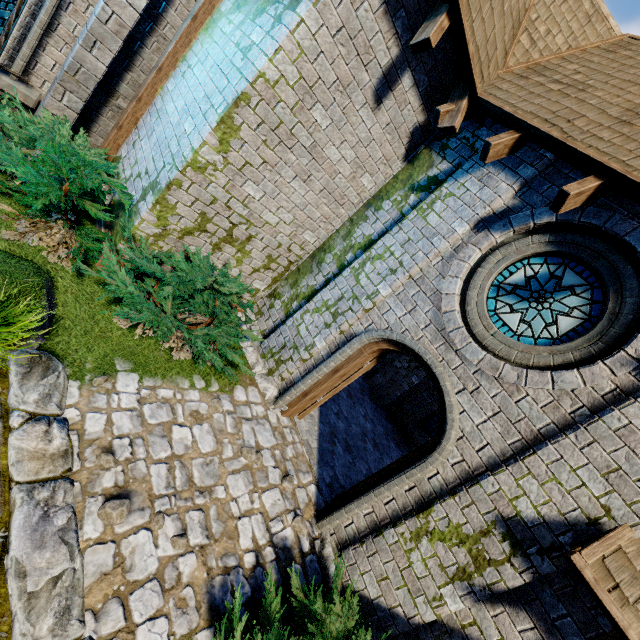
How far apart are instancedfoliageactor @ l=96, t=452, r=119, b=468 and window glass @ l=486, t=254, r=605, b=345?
5.13m

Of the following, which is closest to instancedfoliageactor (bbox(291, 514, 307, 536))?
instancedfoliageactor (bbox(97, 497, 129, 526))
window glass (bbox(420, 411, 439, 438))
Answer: instancedfoliageactor (bbox(97, 497, 129, 526))

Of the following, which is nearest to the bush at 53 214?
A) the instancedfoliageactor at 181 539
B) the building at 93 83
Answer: the building at 93 83

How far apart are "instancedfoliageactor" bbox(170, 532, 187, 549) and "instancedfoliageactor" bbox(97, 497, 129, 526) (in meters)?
0.55

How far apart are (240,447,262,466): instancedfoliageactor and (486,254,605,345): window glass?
3.99m

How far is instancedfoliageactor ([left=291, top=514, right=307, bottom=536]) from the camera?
4.6m

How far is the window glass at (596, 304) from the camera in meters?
4.1 m

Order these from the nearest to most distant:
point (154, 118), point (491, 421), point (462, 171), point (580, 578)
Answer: point (580, 578) → point (491, 421) → point (462, 171) → point (154, 118)
